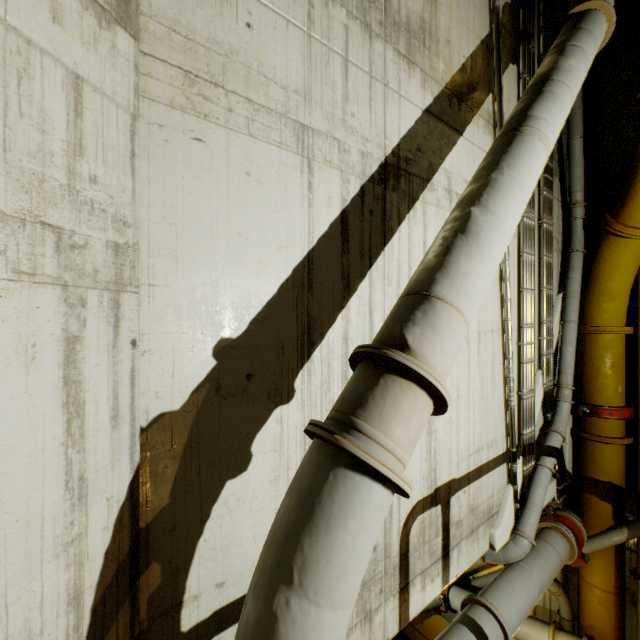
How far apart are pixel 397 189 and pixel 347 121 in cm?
88

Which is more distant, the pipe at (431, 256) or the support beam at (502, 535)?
the support beam at (502, 535)

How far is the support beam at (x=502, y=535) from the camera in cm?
482

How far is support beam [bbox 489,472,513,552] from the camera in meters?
4.8

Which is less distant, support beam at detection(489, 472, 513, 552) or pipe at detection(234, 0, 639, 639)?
pipe at detection(234, 0, 639, 639)
